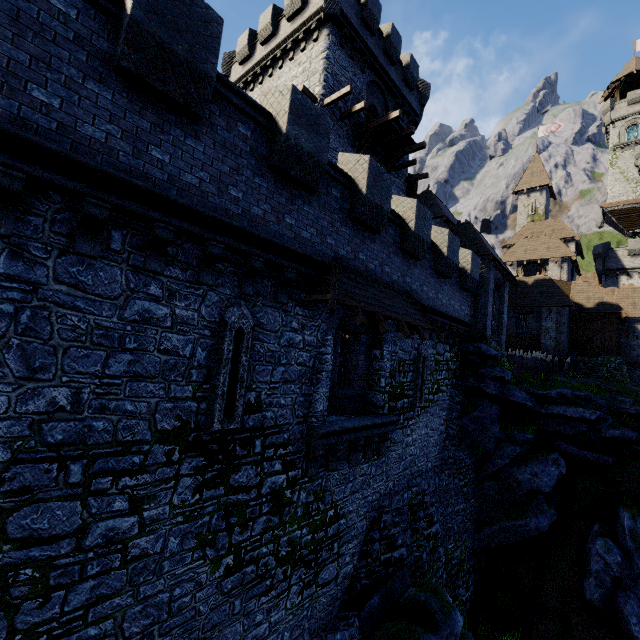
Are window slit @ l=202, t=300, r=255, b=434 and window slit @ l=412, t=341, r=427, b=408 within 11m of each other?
yes

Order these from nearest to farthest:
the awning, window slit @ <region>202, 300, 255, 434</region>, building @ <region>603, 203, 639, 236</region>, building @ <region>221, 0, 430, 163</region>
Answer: window slit @ <region>202, 300, 255, 434</region>, the awning, building @ <region>221, 0, 430, 163</region>, building @ <region>603, 203, 639, 236</region>

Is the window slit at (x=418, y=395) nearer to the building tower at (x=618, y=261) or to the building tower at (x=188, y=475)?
the building tower at (x=188, y=475)

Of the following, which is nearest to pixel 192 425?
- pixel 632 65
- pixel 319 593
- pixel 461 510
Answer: pixel 319 593

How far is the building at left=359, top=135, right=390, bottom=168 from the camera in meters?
19.8 m

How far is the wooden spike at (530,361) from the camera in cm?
2330

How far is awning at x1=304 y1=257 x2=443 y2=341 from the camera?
8.0m

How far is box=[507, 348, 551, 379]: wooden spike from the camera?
23.3m
